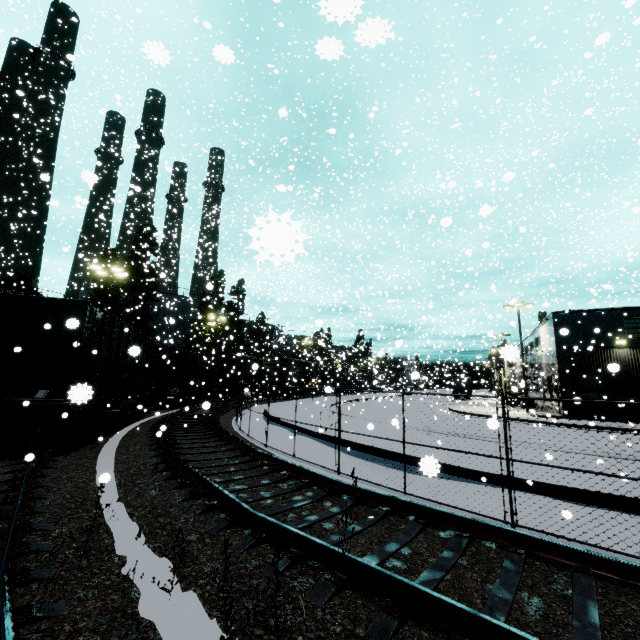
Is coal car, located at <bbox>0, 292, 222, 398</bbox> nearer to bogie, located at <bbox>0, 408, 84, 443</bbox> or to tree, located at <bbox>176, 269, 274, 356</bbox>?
bogie, located at <bbox>0, 408, 84, 443</bbox>

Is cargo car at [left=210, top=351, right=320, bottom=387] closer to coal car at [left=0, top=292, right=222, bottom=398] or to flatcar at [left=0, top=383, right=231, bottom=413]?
coal car at [left=0, top=292, right=222, bottom=398]

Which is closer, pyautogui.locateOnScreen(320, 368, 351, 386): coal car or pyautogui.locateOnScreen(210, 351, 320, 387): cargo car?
pyautogui.locateOnScreen(210, 351, 320, 387): cargo car

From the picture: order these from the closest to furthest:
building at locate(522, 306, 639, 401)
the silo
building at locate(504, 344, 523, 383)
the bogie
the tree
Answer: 1. building at locate(504, 344, 523, 383)
2. the bogie
3. building at locate(522, 306, 639, 401)
4. the silo
5. the tree

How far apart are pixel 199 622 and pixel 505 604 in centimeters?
299cm

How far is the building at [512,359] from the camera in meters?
3.0

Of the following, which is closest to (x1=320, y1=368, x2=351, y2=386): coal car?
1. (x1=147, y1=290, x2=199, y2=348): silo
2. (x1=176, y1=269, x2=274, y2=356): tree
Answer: (x1=147, y1=290, x2=199, y2=348): silo

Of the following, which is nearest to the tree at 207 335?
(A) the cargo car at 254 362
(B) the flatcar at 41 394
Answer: (A) the cargo car at 254 362
